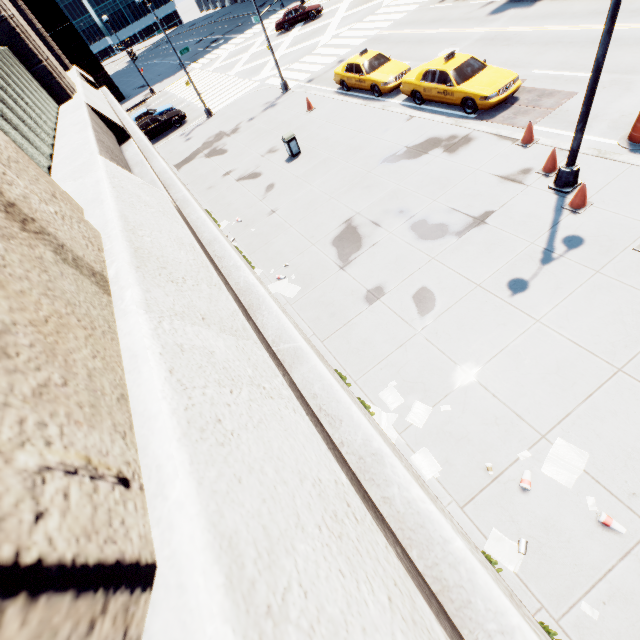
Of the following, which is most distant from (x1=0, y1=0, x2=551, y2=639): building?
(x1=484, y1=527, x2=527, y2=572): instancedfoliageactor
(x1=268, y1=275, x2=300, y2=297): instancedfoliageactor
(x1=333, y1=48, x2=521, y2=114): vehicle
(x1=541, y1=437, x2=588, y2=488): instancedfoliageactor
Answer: (x1=333, y1=48, x2=521, y2=114): vehicle

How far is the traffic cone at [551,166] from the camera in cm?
921

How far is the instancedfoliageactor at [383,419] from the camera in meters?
6.7 m

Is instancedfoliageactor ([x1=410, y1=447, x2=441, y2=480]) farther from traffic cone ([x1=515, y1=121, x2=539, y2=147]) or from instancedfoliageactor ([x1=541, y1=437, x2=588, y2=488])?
traffic cone ([x1=515, y1=121, x2=539, y2=147])

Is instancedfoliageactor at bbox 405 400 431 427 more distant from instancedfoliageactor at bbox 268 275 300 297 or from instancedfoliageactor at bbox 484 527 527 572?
instancedfoliageactor at bbox 268 275 300 297

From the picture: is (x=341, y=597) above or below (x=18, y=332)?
below

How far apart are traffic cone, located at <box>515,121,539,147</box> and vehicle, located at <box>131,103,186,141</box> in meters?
25.9

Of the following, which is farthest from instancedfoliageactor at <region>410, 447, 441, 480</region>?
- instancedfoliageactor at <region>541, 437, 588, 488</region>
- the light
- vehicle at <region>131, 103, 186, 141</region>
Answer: vehicle at <region>131, 103, 186, 141</region>
